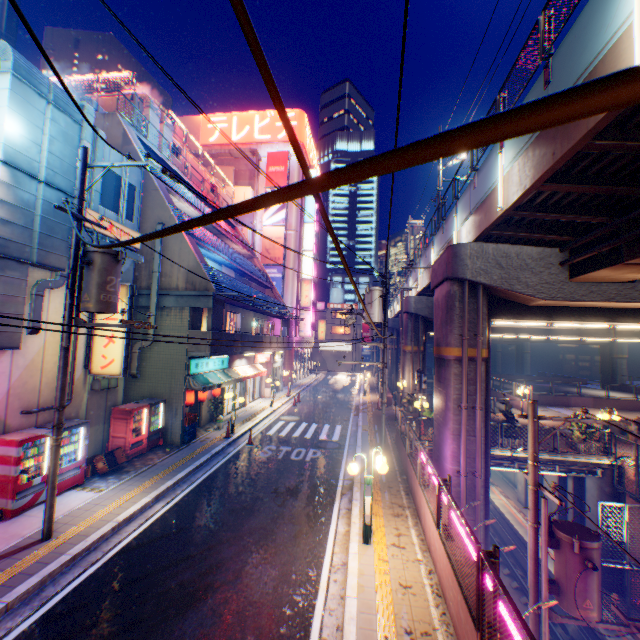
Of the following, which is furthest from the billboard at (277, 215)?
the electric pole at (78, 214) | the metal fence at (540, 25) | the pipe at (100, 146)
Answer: the pipe at (100, 146)

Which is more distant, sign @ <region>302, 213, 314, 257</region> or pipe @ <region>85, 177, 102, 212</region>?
sign @ <region>302, 213, 314, 257</region>

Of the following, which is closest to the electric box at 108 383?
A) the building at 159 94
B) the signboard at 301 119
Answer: the signboard at 301 119

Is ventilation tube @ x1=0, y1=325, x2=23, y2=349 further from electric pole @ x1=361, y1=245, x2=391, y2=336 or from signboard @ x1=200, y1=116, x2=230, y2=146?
signboard @ x1=200, y1=116, x2=230, y2=146

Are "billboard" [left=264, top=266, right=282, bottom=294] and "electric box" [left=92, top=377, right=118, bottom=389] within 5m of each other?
no

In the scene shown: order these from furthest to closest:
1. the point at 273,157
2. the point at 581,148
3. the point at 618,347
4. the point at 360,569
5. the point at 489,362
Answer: the point at 618,347 < the point at 273,157 < the point at 489,362 < the point at 360,569 < the point at 581,148

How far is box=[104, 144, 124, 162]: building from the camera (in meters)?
12.44

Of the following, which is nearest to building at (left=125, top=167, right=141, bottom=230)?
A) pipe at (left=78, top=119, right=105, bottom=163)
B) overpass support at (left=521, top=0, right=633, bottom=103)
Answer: pipe at (left=78, top=119, right=105, bottom=163)
